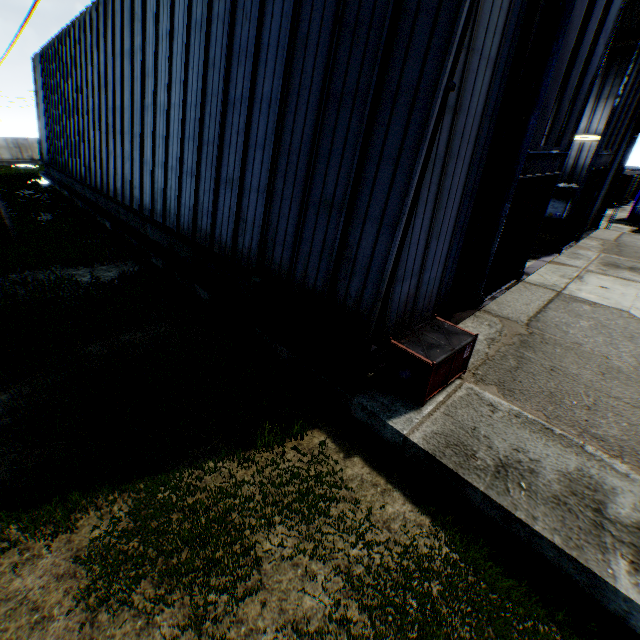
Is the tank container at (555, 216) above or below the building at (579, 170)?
below

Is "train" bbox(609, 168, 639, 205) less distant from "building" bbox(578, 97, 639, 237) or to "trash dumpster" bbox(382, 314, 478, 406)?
"building" bbox(578, 97, 639, 237)

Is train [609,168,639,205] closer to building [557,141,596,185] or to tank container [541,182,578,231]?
building [557,141,596,185]

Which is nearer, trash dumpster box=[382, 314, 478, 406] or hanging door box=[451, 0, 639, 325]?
trash dumpster box=[382, 314, 478, 406]

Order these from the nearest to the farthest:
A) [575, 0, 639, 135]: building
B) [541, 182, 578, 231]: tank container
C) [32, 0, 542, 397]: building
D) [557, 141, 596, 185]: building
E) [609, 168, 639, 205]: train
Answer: [32, 0, 542, 397]: building < [575, 0, 639, 135]: building < [541, 182, 578, 231]: tank container < [557, 141, 596, 185]: building < [609, 168, 639, 205]: train

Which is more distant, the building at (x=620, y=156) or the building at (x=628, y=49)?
the building at (x=620, y=156)

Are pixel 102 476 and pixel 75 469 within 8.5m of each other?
yes

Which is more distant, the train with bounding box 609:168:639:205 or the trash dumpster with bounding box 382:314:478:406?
the train with bounding box 609:168:639:205
